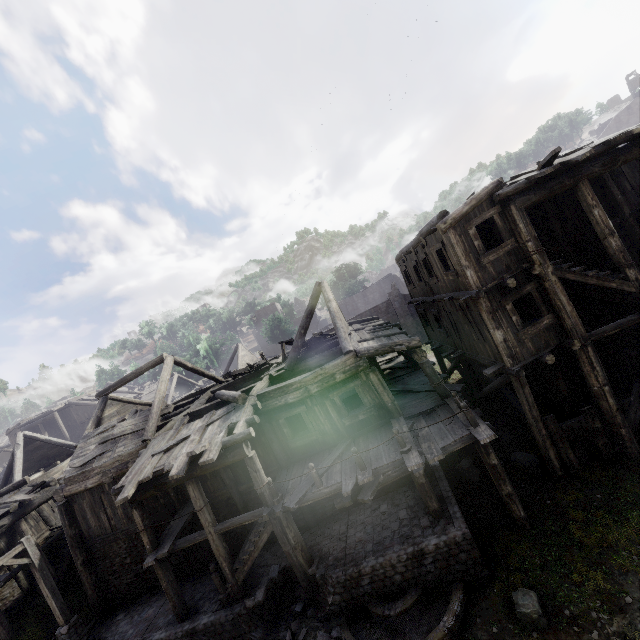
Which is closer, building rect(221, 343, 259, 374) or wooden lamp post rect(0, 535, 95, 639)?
wooden lamp post rect(0, 535, 95, 639)

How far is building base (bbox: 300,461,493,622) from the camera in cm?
916

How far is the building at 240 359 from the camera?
38.02m

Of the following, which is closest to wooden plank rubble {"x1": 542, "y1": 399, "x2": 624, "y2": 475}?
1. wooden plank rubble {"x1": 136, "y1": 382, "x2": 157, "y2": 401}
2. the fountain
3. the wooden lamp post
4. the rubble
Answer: the fountain

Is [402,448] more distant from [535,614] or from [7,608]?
[7,608]

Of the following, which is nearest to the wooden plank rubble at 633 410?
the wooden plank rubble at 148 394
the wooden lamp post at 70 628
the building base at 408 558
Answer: the building base at 408 558

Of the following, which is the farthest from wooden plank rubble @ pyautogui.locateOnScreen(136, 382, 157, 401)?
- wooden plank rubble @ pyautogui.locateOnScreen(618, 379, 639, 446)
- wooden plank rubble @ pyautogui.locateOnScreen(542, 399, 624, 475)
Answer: wooden plank rubble @ pyautogui.locateOnScreen(618, 379, 639, 446)

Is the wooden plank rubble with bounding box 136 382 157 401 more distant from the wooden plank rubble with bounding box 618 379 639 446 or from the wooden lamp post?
the wooden plank rubble with bounding box 618 379 639 446
